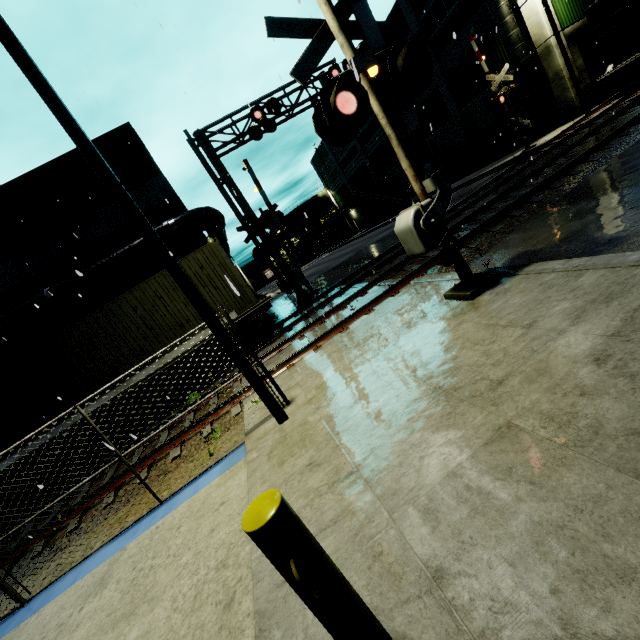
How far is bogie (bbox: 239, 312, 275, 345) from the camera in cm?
1151

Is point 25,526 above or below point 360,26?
below

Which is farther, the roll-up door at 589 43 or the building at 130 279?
the roll-up door at 589 43

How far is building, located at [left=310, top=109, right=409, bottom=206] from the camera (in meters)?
37.69

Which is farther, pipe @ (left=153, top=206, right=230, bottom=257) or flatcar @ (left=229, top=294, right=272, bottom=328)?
pipe @ (left=153, top=206, right=230, bottom=257)

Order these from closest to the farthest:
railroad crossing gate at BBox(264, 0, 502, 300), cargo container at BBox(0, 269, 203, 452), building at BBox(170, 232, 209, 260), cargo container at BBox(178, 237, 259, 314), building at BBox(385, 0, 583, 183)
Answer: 1. railroad crossing gate at BBox(264, 0, 502, 300)
2. cargo container at BBox(0, 269, 203, 452)
3. cargo container at BBox(178, 237, 259, 314)
4. building at BBox(170, 232, 209, 260)
5. building at BBox(385, 0, 583, 183)

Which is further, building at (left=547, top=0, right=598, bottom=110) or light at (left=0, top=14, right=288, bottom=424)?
building at (left=547, top=0, right=598, bottom=110)

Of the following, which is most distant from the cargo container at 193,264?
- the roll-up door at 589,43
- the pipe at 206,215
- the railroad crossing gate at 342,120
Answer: the roll-up door at 589,43
